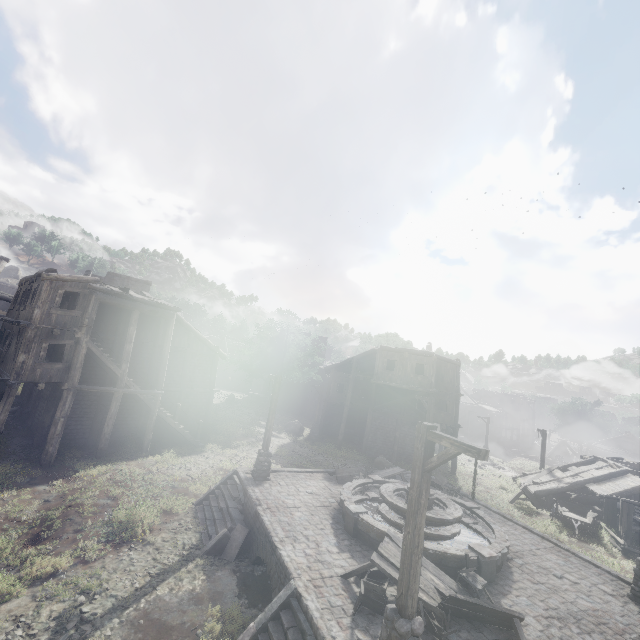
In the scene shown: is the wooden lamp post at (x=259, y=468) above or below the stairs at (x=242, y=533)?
above

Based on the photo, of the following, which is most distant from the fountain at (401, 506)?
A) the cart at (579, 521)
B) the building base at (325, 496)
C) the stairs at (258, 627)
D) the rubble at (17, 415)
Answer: the rubble at (17, 415)

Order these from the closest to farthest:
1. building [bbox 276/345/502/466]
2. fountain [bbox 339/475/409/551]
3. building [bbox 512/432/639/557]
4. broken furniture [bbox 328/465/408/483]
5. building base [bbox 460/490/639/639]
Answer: building base [bbox 460/490/639/639] < fountain [bbox 339/475/409/551] < broken furniture [bbox 328/465/408/483] < building [bbox 512/432/639/557] < building [bbox 276/345/502/466]

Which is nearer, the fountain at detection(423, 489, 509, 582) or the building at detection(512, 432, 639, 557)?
the fountain at detection(423, 489, 509, 582)

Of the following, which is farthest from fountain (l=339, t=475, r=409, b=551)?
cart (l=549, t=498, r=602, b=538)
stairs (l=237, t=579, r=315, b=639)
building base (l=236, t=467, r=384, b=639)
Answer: cart (l=549, t=498, r=602, b=538)

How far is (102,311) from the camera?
19.9 meters

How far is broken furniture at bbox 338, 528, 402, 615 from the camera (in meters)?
7.77

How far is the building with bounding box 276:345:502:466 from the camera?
26.7 meters
